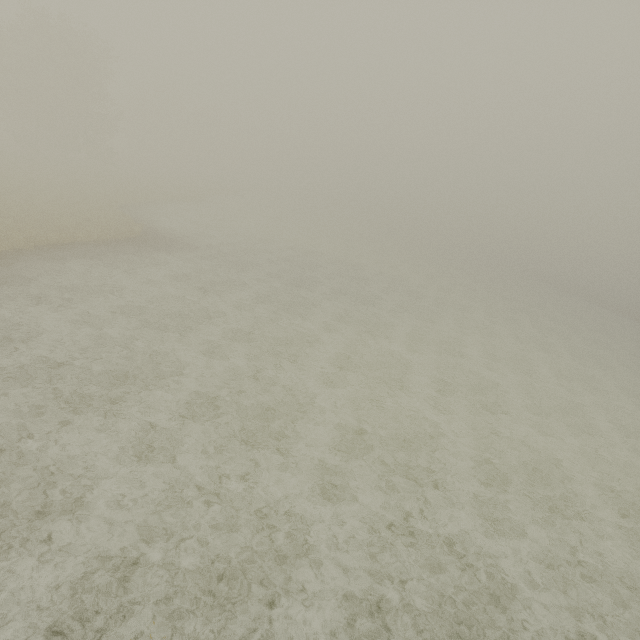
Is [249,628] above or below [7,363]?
below
